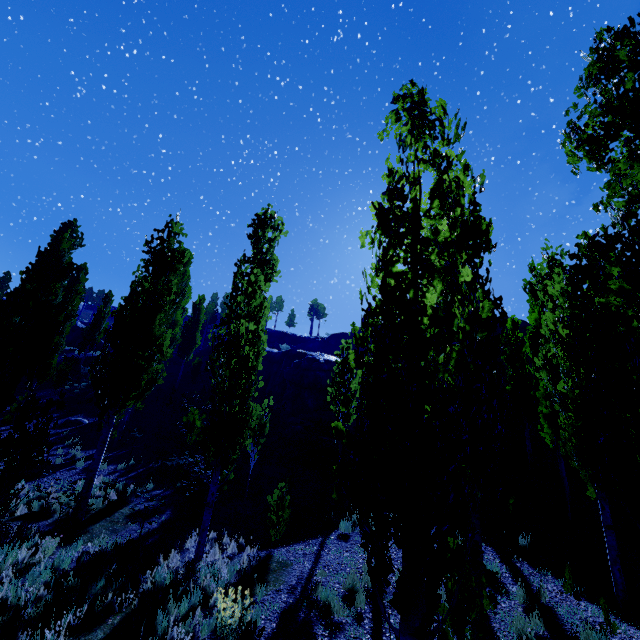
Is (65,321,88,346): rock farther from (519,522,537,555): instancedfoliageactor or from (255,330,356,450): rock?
(255,330,356,450): rock

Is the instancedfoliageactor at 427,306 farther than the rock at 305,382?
No

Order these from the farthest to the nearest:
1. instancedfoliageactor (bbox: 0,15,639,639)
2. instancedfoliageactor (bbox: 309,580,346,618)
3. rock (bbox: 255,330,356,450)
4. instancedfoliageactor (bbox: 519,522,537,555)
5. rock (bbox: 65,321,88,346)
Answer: rock (bbox: 65,321,88,346), rock (bbox: 255,330,356,450), instancedfoliageactor (bbox: 519,522,537,555), instancedfoliageactor (bbox: 309,580,346,618), instancedfoliageactor (bbox: 0,15,639,639)

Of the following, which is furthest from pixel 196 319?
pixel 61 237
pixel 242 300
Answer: pixel 242 300

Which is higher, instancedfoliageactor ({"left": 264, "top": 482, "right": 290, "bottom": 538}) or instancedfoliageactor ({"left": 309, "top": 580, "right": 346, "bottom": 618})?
instancedfoliageactor ({"left": 264, "top": 482, "right": 290, "bottom": 538})

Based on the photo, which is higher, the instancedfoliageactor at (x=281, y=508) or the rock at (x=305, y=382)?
the rock at (x=305, y=382)

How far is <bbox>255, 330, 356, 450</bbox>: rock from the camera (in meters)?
21.44
